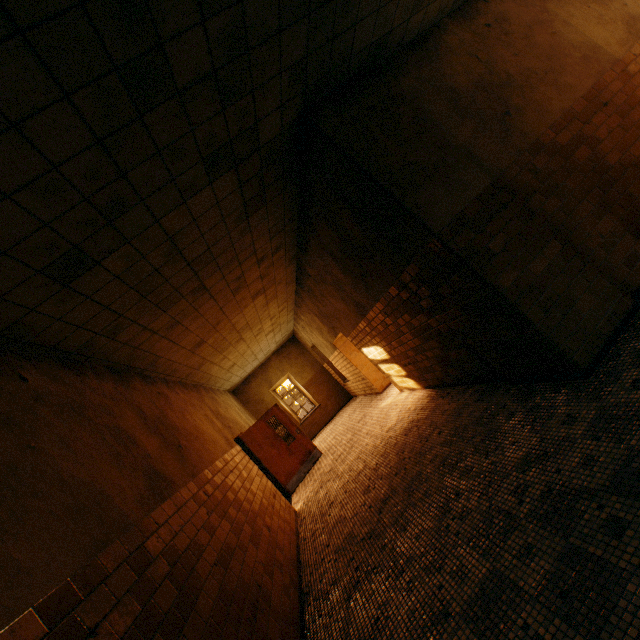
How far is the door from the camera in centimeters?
884cm

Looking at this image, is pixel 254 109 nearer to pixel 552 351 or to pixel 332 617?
pixel 552 351

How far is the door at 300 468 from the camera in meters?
8.8 m
